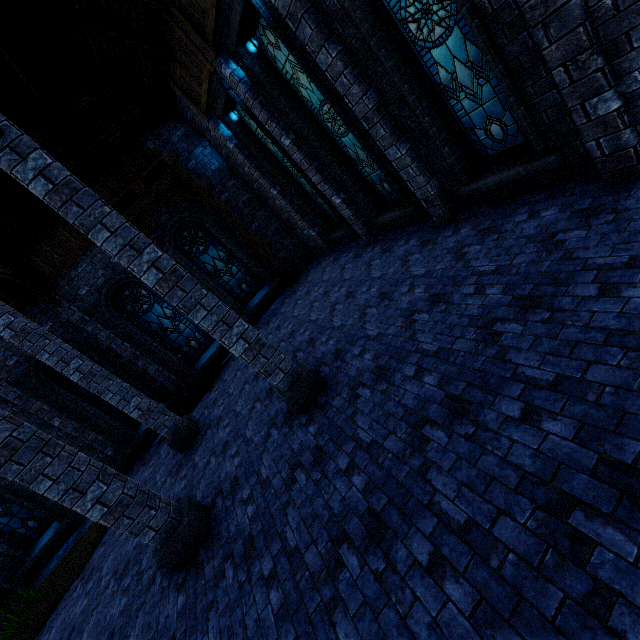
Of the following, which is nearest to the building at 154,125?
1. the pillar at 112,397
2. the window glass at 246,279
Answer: the pillar at 112,397

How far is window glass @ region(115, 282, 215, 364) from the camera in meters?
11.5 m

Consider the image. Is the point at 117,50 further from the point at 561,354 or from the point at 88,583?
the point at 88,583

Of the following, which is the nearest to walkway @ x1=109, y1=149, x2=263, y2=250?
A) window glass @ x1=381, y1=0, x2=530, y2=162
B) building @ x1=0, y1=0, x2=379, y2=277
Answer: building @ x1=0, y1=0, x2=379, y2=277

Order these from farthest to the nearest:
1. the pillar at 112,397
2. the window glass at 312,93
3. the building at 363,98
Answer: the pillar at 112,397
the window glass at 312,93
the building at 363,98

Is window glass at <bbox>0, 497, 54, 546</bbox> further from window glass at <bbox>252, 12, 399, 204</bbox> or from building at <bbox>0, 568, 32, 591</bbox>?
window glass at <bbox>252, 12, 399, 204</bbox>

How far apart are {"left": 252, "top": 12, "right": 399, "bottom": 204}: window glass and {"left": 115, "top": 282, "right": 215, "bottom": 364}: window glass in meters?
8.1 m

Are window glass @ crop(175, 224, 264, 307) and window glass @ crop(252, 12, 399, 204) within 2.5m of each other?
no
